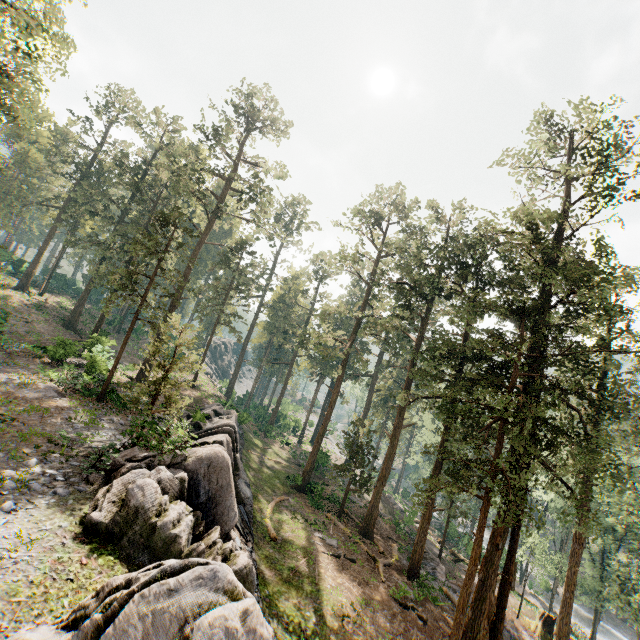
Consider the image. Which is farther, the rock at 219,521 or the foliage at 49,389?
the foliage at 49,389

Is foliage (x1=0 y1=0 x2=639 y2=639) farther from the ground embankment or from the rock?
the rock

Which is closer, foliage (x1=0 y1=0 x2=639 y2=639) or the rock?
the rock

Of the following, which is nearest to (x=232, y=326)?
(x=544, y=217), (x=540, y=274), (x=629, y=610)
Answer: (x=540, y=274)

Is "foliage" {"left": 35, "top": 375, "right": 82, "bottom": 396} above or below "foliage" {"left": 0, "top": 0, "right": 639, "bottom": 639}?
above

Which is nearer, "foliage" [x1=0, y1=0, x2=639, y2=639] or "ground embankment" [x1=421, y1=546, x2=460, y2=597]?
"foliage" [x1=0, y1=0, x2=639, y2=639]

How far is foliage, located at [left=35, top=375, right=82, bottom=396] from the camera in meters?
18.8

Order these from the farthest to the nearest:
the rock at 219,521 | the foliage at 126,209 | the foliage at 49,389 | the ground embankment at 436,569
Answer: the ground embankment at 436,569
the foliage at 49,389
the foliage at 126,209
the rock at 219,521
